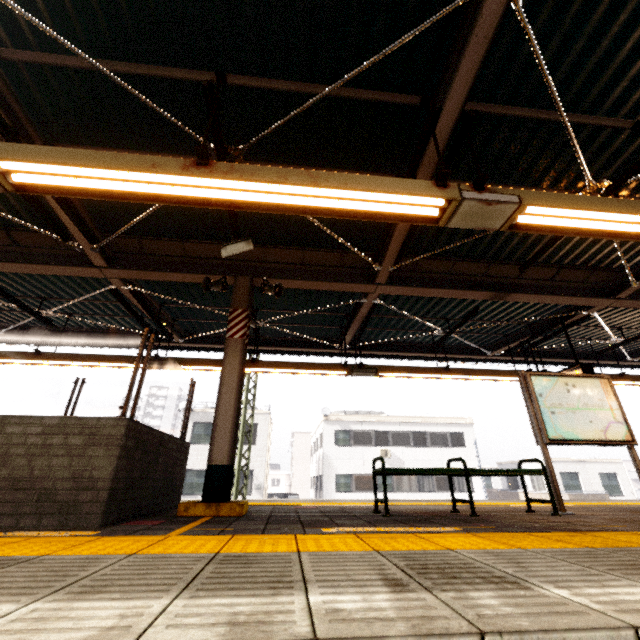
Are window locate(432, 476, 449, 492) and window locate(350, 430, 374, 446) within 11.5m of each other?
yes

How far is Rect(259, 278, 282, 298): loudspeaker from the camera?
5.57m

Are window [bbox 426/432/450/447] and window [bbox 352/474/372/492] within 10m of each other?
yes

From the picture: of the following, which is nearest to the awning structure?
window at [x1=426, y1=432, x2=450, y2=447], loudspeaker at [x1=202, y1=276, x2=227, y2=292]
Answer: loudspeaker at [x1=202, y1=276, x2=227, y2=292]

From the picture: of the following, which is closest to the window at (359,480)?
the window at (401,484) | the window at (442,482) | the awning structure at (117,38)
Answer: the window at (401,484)

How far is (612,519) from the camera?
3.9m

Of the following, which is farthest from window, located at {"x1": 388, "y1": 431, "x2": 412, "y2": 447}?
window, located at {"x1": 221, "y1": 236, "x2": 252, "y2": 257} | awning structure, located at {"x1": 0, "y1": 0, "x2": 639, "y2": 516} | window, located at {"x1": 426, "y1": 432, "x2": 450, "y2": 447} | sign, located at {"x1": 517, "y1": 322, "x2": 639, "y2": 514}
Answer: window, located at {"x1": 221, "y1": 236, "x2": 252, "y2": 257}

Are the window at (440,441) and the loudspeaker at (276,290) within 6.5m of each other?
no
